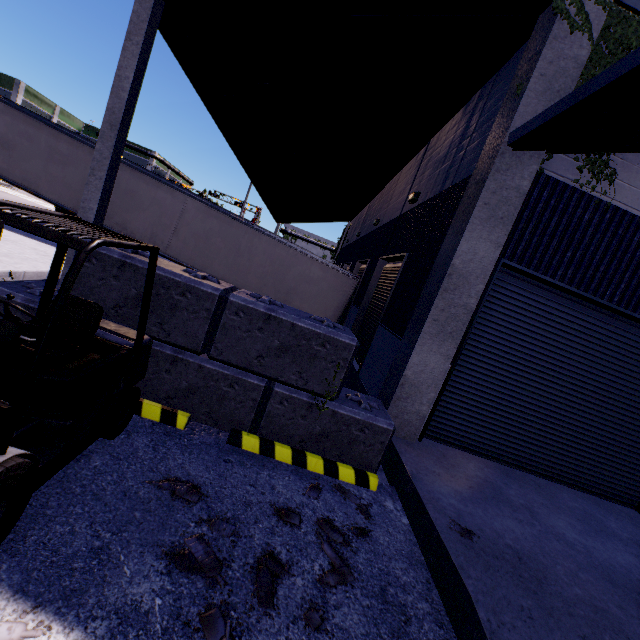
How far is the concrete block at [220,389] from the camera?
4.3 meters

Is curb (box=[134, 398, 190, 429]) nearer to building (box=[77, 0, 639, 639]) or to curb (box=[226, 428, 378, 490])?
curb (box=[226, 428, 378, 490])

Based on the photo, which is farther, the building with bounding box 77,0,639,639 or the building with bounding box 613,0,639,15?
the building with bounding box 613,0,639,15

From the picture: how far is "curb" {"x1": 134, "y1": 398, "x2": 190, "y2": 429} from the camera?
4.2 meters

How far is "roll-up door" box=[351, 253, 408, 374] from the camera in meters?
8.7

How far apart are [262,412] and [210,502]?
1.5 meters

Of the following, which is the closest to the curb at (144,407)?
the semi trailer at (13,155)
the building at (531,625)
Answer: the building at (531,625)

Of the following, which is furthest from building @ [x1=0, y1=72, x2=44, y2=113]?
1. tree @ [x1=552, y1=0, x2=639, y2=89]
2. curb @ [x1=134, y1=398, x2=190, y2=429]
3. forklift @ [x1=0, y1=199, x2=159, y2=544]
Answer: forklift @ [x1=0, y1=199, x2=159, y2=544]
